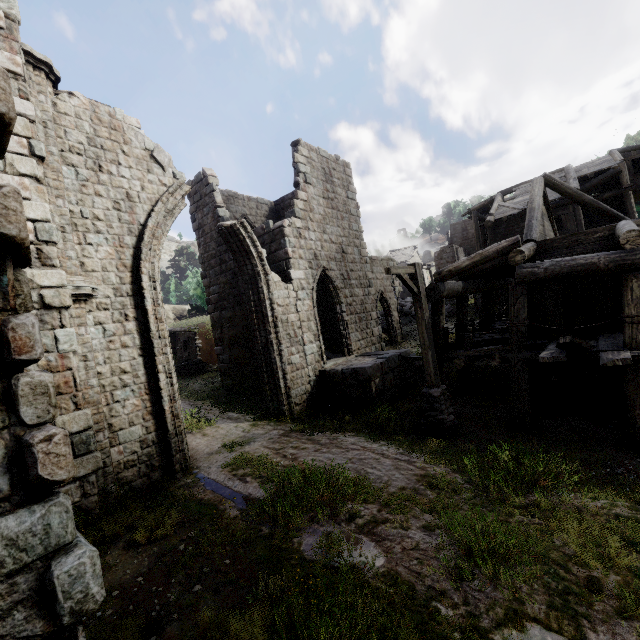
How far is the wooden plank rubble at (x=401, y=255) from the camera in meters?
50.9

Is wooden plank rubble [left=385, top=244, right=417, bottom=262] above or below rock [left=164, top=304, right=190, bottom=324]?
above

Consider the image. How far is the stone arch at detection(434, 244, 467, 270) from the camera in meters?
39.6

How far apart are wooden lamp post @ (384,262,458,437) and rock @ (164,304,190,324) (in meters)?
39.83

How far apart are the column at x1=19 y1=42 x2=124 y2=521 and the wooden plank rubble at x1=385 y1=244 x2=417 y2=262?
47.37m

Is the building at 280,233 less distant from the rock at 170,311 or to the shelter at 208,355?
the shelter at 208,355

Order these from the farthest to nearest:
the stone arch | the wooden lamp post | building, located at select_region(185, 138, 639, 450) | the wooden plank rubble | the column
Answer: the wooden plank rubble
the stone arch
the wooden lamp post
building, located at select_region(185, 138, 639, 450)
the column

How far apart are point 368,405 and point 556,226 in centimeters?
2334cm
